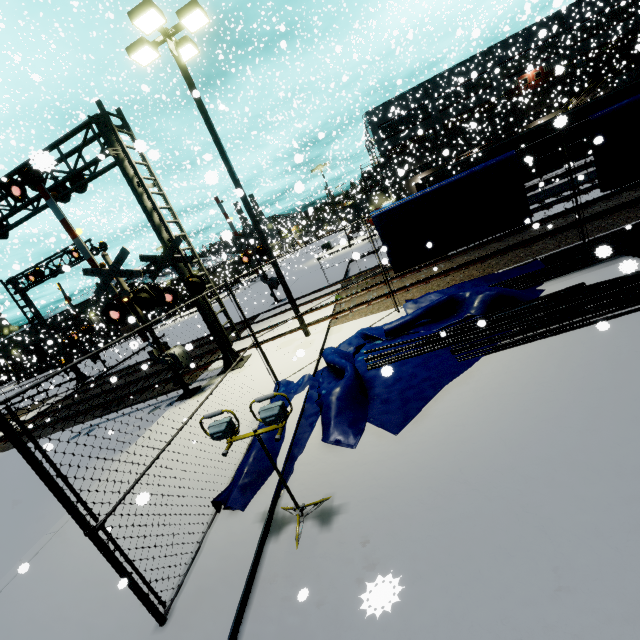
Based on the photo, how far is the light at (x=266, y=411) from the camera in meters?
3.7

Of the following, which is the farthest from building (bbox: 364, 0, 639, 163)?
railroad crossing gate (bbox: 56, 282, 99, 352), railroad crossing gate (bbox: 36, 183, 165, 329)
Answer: railroad crossing gate (bbox: 36, 183, 165, 329)

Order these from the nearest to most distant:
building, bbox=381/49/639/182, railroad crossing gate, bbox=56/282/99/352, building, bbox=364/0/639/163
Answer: railroad crossing gate, bbox=56/282/99/352 → building, bbox=364/0/639/163 → building, bbox=381/49/639/182

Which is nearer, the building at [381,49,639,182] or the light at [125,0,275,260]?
the light at [125,0,275,260]

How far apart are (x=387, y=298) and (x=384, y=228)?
3.08m

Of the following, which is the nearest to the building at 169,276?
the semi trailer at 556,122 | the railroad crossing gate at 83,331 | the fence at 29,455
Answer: the semi trailer at 556,122

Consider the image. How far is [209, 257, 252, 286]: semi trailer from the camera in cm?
3659

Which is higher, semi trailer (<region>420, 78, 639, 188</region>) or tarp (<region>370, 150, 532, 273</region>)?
semi trailer (<region>420, 78, 639, 188</region>)
